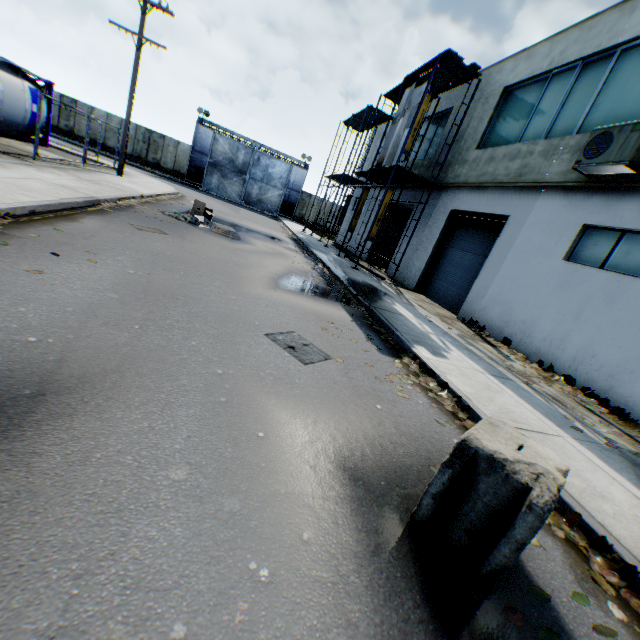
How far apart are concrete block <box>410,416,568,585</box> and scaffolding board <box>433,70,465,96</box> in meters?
15.3

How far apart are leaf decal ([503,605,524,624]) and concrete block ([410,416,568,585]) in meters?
0.2 m

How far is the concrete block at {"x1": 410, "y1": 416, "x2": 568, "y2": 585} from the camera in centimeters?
209cm

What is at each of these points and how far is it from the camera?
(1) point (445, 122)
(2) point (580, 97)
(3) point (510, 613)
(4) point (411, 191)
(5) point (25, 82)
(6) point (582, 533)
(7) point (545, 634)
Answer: (1) building, 16.5m
(2) building, 9.7m
(3) leaf decal, 2.1m
(4) building, 18.0m
(5) tank container, 14.1m
(6) leaf decal, 3.1m
(7) leaf decal, 2.1m

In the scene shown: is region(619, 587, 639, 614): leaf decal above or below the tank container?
below

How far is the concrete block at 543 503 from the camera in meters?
2.1 m

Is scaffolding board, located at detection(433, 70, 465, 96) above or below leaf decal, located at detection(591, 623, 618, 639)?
above

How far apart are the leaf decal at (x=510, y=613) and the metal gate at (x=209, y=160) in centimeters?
3652cm
